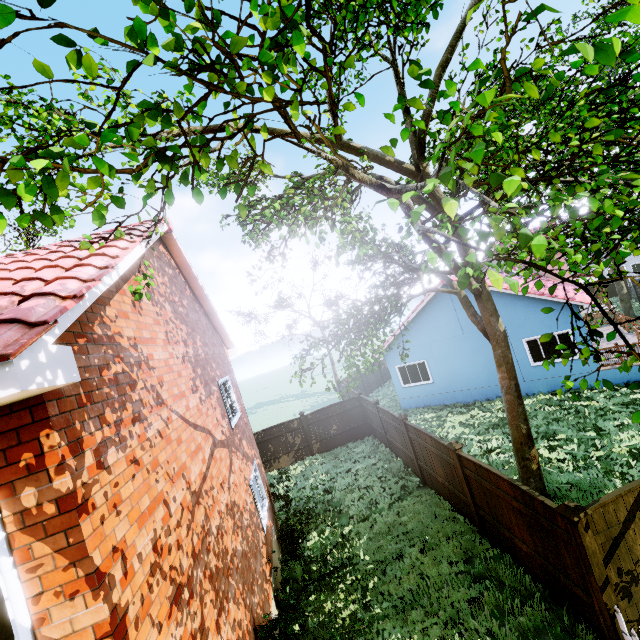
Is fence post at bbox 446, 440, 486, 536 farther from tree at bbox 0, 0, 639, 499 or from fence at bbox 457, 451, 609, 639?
tree at bbox 0, 0, 639, 499

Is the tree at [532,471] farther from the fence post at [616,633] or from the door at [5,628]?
the door at [5,628]

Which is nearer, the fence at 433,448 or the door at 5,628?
the door at 5,628

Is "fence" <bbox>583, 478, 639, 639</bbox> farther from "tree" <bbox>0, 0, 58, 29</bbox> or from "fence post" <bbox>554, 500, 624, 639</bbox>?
"tree" <bbox>0, 0, 58, 29</bbox>

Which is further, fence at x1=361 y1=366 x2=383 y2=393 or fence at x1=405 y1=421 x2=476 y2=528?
fence at x1=361 y1=366 x2=383 y2=393

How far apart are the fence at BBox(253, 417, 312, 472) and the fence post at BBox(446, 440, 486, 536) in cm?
1006

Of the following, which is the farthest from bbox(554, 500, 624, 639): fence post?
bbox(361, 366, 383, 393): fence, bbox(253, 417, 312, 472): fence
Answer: bbox(253, 417, 312, 472): fence

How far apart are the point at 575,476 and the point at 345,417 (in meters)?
10.35
